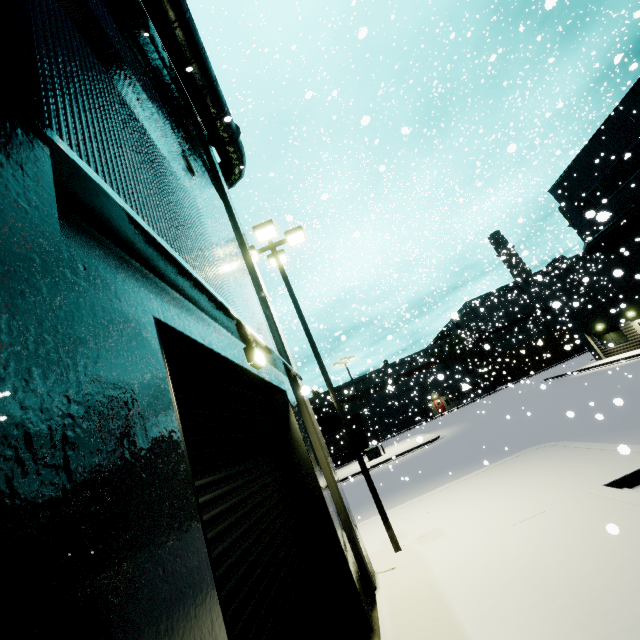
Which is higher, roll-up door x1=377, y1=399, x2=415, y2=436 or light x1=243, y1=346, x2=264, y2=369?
light x1=243, y1=346, x2=264, y2=369

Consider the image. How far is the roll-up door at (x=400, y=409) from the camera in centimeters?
5353cm

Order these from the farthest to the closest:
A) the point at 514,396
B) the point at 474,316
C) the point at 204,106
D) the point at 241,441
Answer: the point at 474,316 → the point at 514,396 → the point at 204,106 → the point at 241,441

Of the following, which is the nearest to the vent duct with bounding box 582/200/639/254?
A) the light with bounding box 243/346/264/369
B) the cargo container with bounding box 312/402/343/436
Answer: the cargo container with bounding box 312/402/343/436

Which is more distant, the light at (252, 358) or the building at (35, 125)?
the light at (252, 358)

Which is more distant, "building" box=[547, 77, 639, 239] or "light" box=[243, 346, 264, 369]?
"building" box=[547, 77, 639, 239]

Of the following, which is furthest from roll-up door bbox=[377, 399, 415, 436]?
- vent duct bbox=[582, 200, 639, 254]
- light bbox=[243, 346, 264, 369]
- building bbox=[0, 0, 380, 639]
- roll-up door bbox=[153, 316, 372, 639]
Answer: light bbox=[243, 346, 264, 369]

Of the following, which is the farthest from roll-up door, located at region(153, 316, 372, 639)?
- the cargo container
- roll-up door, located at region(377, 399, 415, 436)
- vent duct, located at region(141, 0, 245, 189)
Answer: roll-up door, located at region(377, 399, 415, 436)
